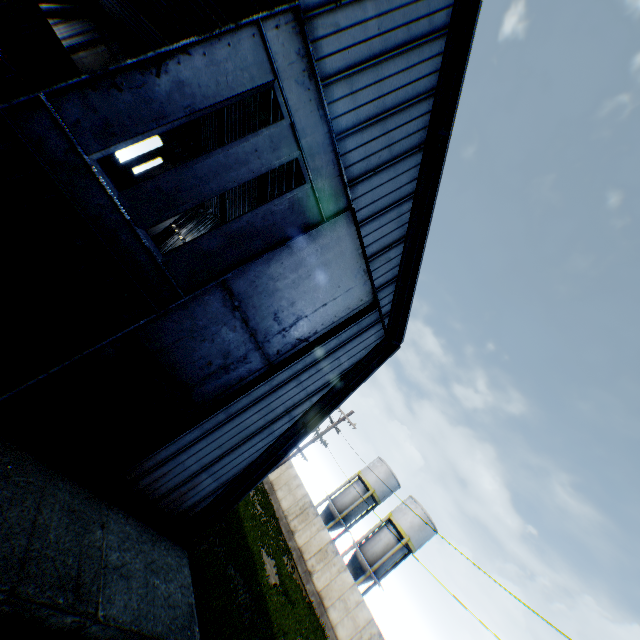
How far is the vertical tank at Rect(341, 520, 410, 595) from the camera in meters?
30.9

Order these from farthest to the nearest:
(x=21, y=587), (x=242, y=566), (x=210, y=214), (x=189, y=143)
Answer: (x=189, y=143) < (x=210, y=214) < (x=242, y=566) < (x=21, y=587)

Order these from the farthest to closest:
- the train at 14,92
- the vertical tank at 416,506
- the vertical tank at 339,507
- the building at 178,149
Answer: the vertical tank at 339,507, the vertical tank at 416,506, the building at 178,149, the train at 14,92

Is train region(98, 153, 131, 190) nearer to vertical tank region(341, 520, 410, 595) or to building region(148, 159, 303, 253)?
building region(148, 159, 303, 253)

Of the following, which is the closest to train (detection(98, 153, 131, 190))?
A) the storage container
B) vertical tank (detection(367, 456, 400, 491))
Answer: the storage container

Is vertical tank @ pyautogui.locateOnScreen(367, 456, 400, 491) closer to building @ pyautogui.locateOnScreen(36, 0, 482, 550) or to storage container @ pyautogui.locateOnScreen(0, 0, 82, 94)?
building @ pyautogui.locateOnScreen(36, 0, 482, 550)

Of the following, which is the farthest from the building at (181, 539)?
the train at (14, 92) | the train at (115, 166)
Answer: the train at (115, 166)
